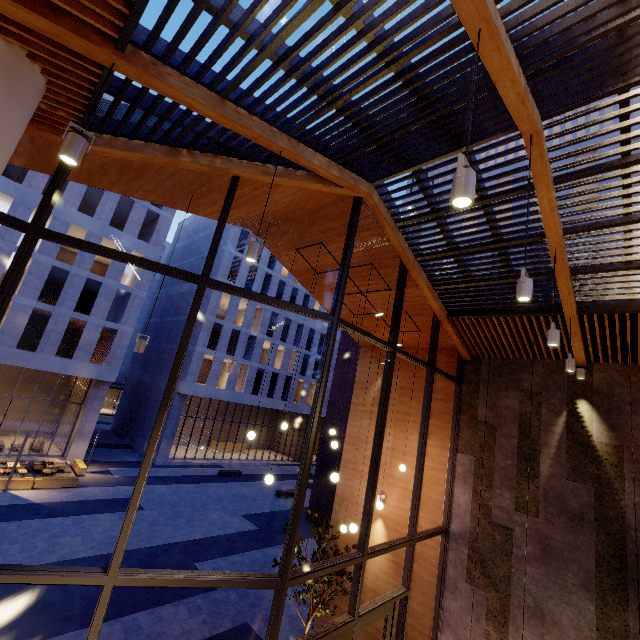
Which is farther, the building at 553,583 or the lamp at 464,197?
the building at 553,583

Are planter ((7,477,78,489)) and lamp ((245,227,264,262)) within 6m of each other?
no

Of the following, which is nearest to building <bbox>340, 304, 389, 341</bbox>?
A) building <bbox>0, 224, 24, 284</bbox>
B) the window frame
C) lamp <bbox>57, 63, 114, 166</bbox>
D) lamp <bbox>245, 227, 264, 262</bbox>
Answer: the window frame

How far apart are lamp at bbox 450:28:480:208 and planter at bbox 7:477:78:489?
24.4m

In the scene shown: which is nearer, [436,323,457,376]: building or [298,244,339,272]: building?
[298,244,339,272]: building

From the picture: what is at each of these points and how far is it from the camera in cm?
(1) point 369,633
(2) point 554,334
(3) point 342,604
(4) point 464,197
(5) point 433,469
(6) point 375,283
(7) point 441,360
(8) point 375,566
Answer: (1) building, 917
(2) lamp, 501
(3) building, 995
(4) lamp, 229
(5) building, 942
(6) building, 884
(7) building, 1030
(8) building, 965

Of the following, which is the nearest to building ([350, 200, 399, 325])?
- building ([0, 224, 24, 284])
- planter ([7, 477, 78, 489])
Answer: planter ([7, 477, 78, 489])

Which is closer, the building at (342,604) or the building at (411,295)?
the building at (411,295)
